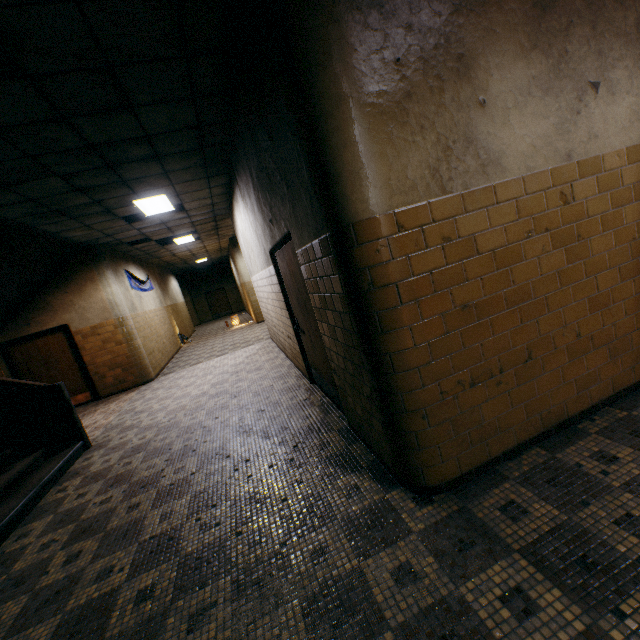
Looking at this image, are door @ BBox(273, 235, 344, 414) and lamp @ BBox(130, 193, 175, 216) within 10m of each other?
yes

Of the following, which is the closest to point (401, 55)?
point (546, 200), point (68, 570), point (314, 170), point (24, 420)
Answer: → point (314, 170)

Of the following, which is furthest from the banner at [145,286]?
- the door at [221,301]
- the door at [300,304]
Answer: the door at [221,301]

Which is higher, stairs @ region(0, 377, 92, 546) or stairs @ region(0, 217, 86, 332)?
stairs @ region(0, 217, 86, 332)

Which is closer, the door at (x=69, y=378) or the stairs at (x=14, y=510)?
the stairs at (x=14, y=510)

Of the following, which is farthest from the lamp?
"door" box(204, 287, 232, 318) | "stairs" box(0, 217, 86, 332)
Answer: "door" box(204, 287, 232, 318)

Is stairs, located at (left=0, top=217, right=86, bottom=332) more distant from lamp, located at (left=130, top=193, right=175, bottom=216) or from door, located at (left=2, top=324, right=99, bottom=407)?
lamp, located at (left=130, top=193, right=175, bottom=216)

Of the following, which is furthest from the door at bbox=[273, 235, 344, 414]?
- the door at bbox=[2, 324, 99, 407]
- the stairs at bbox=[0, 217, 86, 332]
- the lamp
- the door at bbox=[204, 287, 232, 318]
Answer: the door at bbox=[204, 287, 232, 318]
